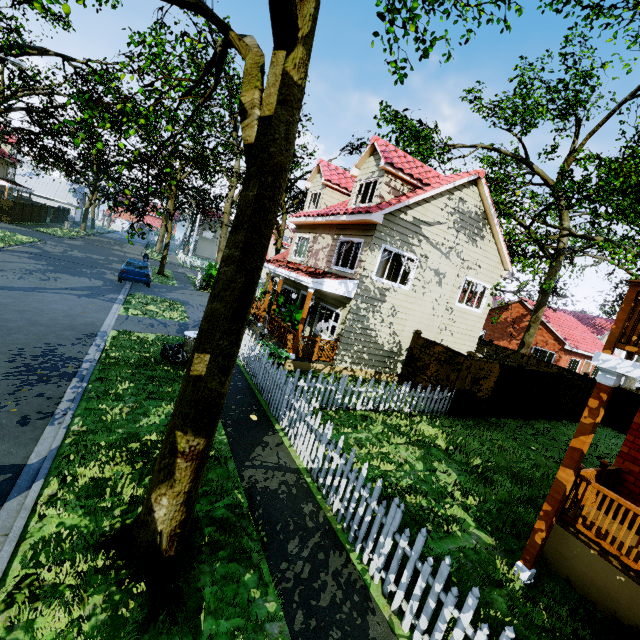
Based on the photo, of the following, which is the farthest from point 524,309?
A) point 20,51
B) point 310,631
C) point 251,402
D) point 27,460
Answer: point 20,51

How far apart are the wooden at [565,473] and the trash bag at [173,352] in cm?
889

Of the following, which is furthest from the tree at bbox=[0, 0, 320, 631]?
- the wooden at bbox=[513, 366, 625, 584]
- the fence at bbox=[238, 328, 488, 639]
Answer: the wooden at bbox=[513, 366, 625, 584]

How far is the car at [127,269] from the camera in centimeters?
1886cm

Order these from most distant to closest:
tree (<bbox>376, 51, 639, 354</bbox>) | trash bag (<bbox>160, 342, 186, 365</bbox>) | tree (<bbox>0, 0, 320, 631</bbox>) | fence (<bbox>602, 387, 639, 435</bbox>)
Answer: fence (<bbox>602, 387, 639, 435</bbox>) → tree (<bbox>376, 51, 639, 354</bbox>) → trash bag (<bbox>160, 342, 186, 365</bbox>) → tree (<bbox>0, 0, 320, 631</bbox>)

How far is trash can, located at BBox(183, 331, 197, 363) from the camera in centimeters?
977cm

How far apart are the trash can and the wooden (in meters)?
8.94

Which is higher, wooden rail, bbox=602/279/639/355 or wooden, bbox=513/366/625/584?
wooden rail, bbox=602/279/639/355
